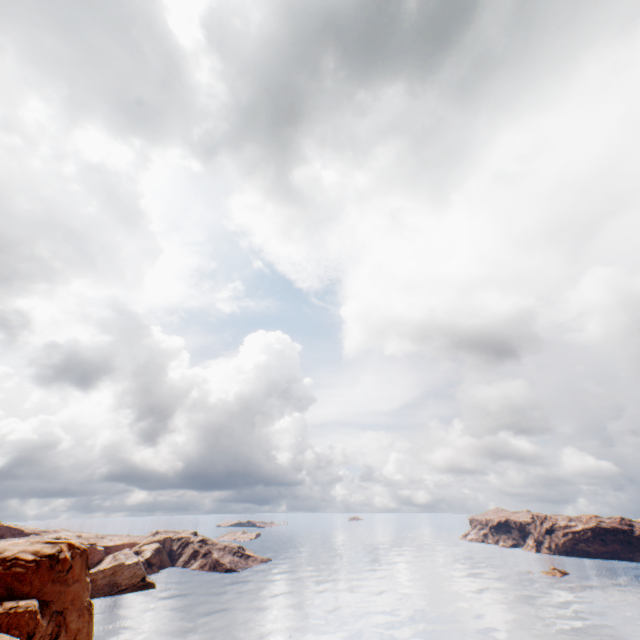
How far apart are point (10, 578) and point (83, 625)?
11.42m
